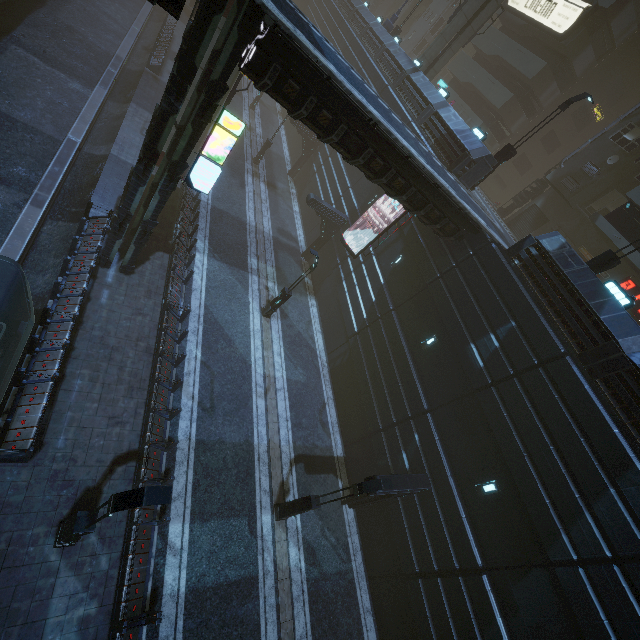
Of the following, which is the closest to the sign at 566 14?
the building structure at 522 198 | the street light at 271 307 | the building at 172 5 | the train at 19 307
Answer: the building at 172 5

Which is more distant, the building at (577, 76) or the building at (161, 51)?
the building at (161, 51)

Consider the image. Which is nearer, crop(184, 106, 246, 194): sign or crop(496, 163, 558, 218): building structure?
crop(184, 106, 246, 194): sign

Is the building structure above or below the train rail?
above

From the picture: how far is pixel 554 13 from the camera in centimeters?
2823cm

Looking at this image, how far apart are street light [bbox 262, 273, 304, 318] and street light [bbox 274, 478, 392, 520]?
10.06m

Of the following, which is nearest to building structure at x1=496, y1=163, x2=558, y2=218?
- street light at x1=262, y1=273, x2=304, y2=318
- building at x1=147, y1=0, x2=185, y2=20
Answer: building at x1=147, y1=0, x2=185, y2=20

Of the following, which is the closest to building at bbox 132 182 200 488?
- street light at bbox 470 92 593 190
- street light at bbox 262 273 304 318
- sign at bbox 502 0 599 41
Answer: sign at bbox 502 0 599 41
